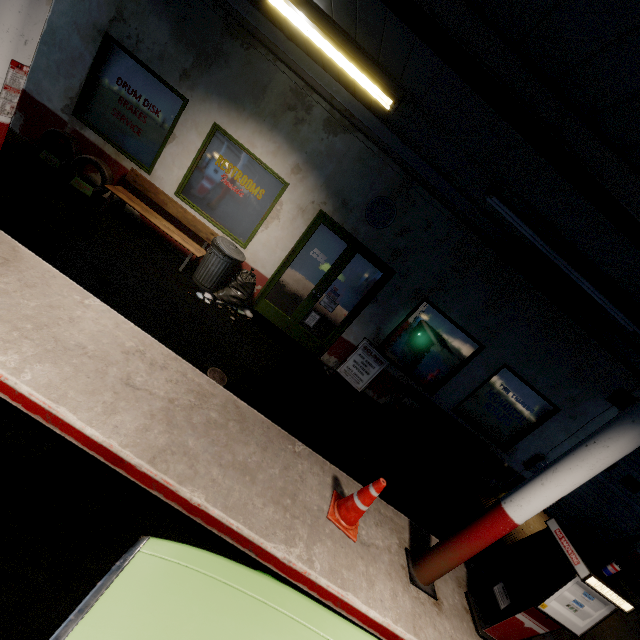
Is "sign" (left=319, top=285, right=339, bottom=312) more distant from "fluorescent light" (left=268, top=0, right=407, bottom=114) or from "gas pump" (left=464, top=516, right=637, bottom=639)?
"gas pump" (left=464, top=516, right=637, bottom=639)

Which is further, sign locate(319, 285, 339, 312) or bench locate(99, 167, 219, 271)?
sign locate(319, 285, 339, 312)

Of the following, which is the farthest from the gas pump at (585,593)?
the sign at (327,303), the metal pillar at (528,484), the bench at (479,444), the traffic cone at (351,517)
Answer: the sign at (327,303)

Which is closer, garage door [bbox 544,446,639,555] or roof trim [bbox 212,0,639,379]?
roof trim [bbox 212,0,639,379]

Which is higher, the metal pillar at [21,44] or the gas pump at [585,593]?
the metal pillar at [21,44]

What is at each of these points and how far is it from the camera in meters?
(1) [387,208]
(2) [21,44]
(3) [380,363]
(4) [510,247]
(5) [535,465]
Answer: (1) clock, 6.1 m
(2) metal pillar, 2.5 m
(3) sign, 6.6 m
(4) roof trim, 5.9 m
(5) fuse box, 7.4 m

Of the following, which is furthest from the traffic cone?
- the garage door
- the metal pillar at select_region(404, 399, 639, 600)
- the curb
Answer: the garage door

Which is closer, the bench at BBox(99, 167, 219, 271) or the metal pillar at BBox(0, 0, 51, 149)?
the metal pillar at BBox(0, 0, 51, 149)
